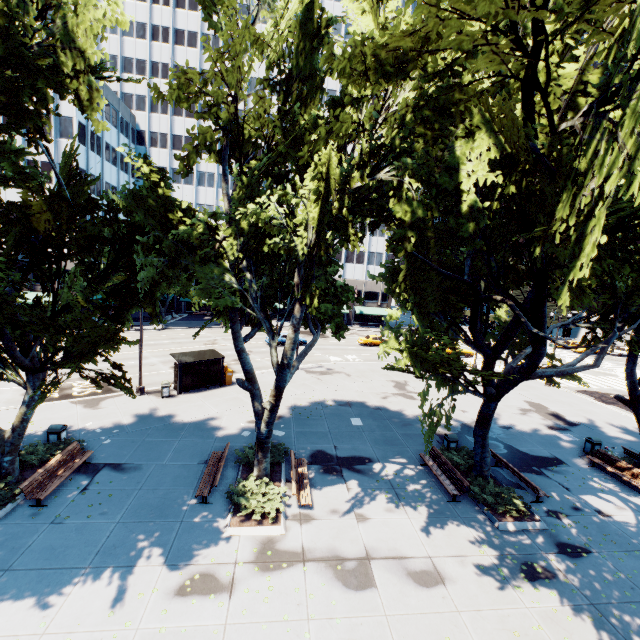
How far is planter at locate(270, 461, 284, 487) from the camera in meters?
13.0 m

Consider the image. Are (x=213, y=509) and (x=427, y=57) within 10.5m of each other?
no

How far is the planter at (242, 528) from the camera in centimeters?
1043cm

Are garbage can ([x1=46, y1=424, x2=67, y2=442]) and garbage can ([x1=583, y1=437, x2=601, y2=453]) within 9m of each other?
no

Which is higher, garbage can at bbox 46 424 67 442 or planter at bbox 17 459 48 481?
garbage can at bbox 46 424 67 442

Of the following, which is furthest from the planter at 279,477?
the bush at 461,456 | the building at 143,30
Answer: the building at 143,30

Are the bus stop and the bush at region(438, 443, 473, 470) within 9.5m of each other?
no

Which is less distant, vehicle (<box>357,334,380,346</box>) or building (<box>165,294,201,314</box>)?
vehicle (<box>357,334,380,346</box>)
